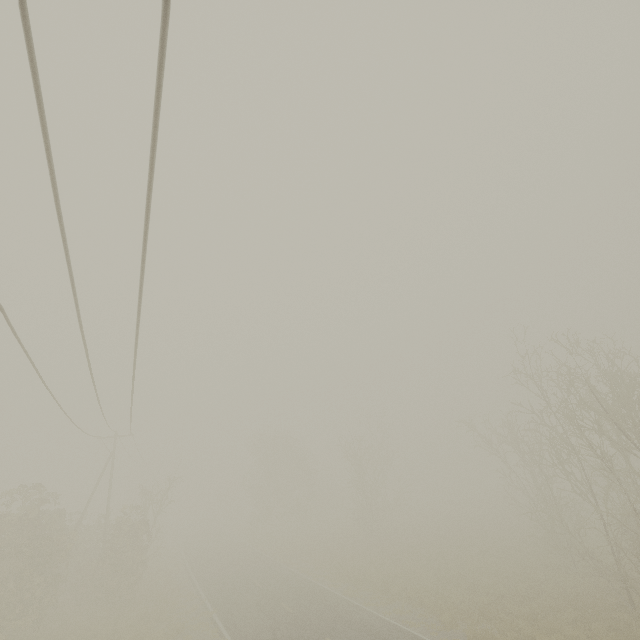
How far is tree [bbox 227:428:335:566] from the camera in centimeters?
4362cm

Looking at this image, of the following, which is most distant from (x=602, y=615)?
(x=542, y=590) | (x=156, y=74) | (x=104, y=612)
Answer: (x=104, y=612)

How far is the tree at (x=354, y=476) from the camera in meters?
36.6

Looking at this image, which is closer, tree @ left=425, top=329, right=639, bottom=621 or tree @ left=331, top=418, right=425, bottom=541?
tree @ left=425, top=329, right=639, bottom=621

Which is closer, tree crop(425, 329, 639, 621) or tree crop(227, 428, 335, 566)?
tree crop(425, 329, 639, 621)

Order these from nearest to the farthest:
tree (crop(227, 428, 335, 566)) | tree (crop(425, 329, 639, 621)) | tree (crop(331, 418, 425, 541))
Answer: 1. tree (crop(425, 329, 639, 621))
2. tree (crop(331, 418, 425, 541))
3. tree (crop(227, 428, 335, 566))

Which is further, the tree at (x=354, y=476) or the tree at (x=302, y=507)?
the tree at (x=302, y=507)
